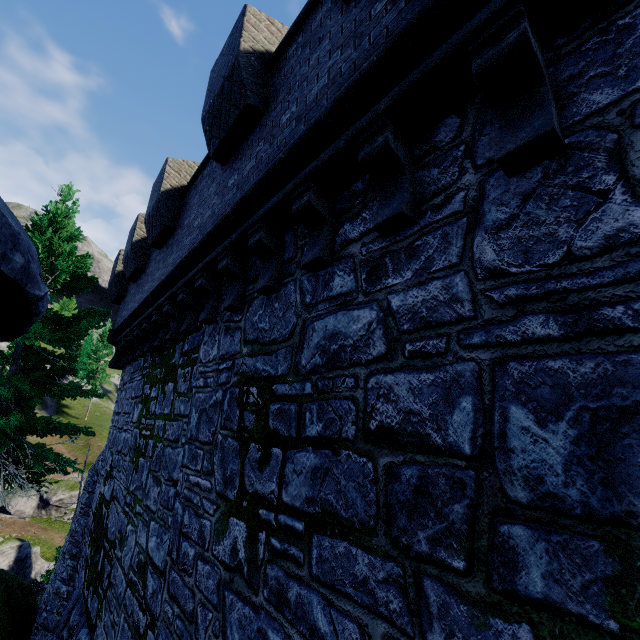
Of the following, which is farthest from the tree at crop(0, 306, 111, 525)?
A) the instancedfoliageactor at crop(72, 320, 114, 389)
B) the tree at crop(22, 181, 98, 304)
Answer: the instancedfoliageactor at crop(72, 320, 114, 389)

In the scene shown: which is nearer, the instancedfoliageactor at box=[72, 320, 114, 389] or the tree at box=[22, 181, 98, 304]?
the tree at box=[22, 181, 98, 304]

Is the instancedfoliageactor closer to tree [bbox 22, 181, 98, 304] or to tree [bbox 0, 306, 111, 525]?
tree [bbox 22, 181, 98, 304]

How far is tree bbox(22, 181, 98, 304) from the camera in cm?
1105

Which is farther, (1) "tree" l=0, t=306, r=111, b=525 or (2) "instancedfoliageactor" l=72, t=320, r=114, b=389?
(2) "instancedfoliageactor" l=72, t=320, r=114, b=389

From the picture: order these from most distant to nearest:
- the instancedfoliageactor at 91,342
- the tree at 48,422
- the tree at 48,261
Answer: the instancedfoliageactor at 91,342 < the tree at 48,261 < the tree at 48,422

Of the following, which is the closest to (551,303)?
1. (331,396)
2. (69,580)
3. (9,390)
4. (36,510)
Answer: (331,396)

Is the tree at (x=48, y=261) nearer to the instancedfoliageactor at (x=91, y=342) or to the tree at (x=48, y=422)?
the tree at (x=48, y=422)
